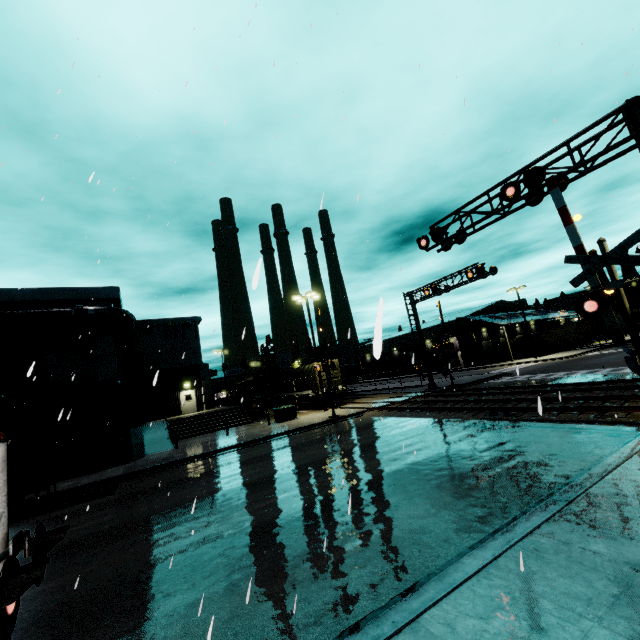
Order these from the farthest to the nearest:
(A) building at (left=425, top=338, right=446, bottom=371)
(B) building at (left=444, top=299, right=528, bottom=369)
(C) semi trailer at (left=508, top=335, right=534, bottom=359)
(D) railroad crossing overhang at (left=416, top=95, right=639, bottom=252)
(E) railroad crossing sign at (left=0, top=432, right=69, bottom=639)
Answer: (A) building at (left=425, top=338, right=446, bottom=371), (C) semi trailer at (left=508, top=335, right=534, bottom=359), (B) building at (left=444, top=299, right=528, bottom=369), (D) railroad crossing overhang at (left=416, top=95, right=639, bottom=252), (E) railroad crossing sign at (left=0, top=432, right=69, bottom=639)

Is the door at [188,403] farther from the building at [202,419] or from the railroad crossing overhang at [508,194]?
the railroad crossing overhang at [508,194]

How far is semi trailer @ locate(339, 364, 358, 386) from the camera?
46.6m

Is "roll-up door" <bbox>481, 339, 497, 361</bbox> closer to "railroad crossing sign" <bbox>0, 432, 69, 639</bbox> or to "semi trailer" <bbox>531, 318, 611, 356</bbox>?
"semi trailer" <bbox>531, 318, 611, 356</bbox>

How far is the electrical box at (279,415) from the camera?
24.09m

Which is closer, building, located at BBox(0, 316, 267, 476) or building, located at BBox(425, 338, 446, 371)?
building, located at BBox(0, 316, 267, 476)

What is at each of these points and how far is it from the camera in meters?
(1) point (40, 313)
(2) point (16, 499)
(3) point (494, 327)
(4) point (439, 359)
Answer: (1) pipe, 17.6
(2) semi trailer, 12.0
(3) building, 55.0
(4) building, 56.3
